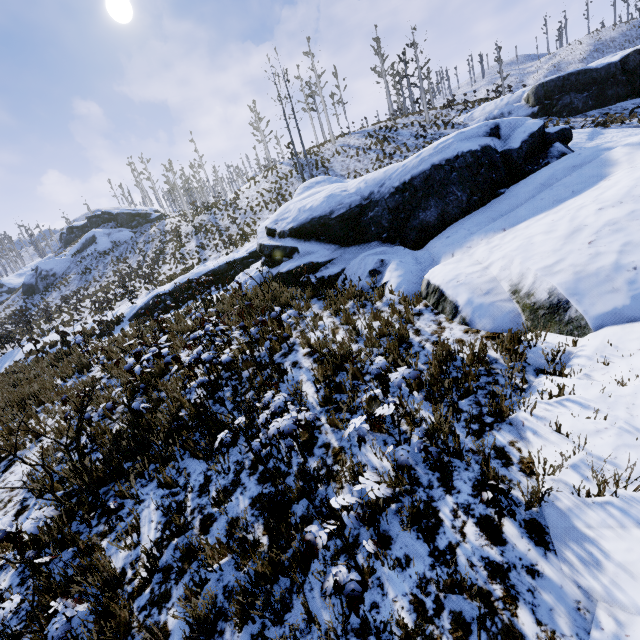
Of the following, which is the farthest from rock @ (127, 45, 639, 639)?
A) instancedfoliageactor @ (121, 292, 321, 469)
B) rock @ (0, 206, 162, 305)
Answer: rock @ (0, 206, 162, 305)

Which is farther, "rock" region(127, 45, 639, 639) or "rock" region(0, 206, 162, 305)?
"rock" region(0, 206, 162, 305)

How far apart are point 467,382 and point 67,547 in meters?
5.4

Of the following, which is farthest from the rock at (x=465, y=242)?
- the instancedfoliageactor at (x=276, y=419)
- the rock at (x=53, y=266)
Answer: the rock at (x=53, y=266)

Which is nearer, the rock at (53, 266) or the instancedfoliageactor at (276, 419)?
the instancedfoliageactor at (276, 419)

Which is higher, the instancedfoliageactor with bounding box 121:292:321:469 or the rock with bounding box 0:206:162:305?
the rock with bounding box 0:206:162:305

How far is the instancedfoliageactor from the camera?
3.77m
